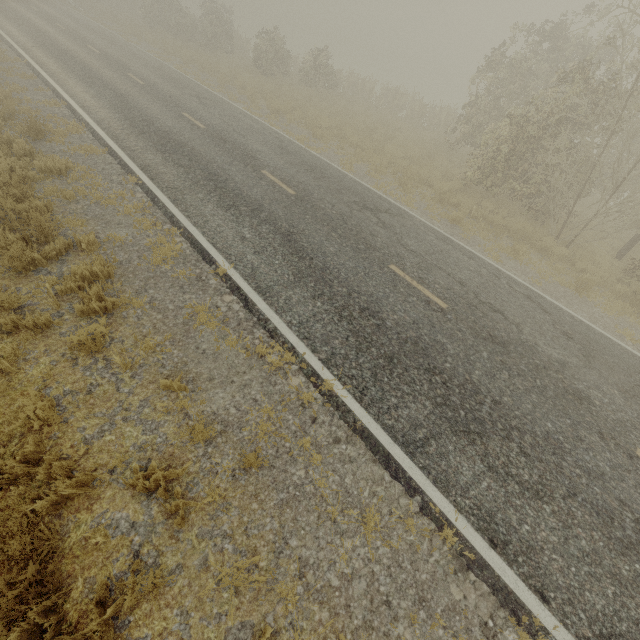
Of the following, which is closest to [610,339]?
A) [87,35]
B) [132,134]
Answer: [132,134]
